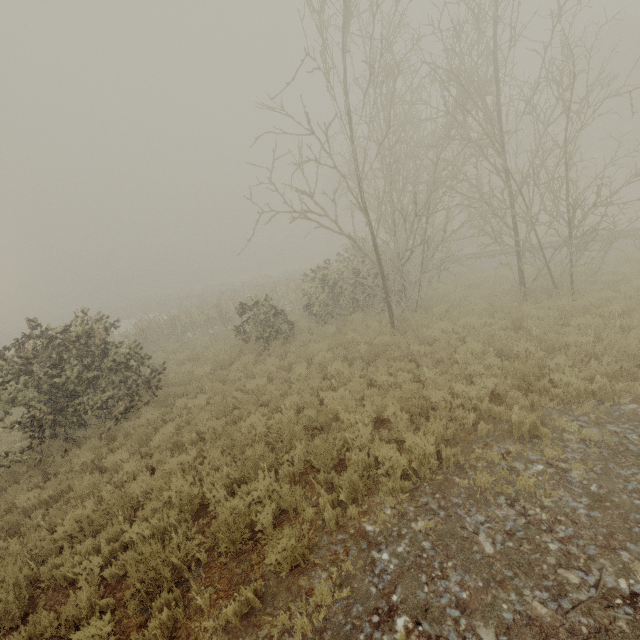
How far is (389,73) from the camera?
8.02m
